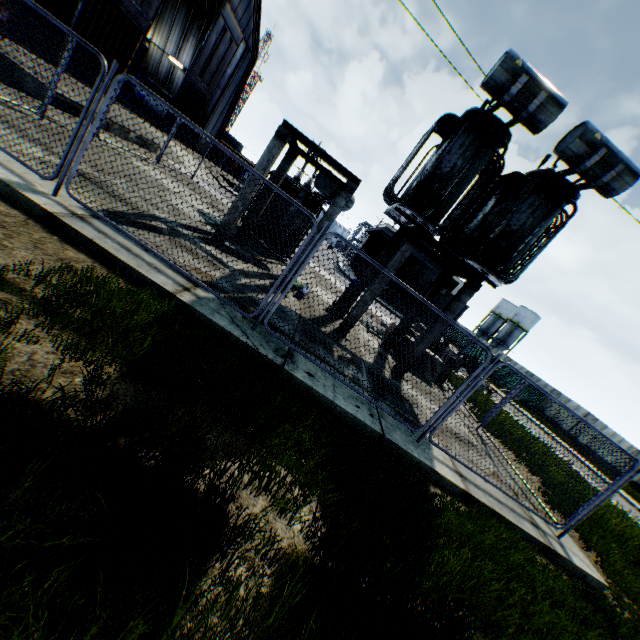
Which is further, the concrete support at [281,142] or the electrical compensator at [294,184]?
the electrical compensator at [294,184]

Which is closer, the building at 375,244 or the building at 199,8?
the building at 199,8

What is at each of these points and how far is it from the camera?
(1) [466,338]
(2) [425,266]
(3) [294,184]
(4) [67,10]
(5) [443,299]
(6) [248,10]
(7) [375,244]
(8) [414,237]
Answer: (1) metal fence, 44.50m
(2) building, 34.75m
(3) electrical compensator, 12.28m
(4) hanging door, 15.53m
(5) building, 35.66m
(6) building, 26.50m
(7) building, 41.88m
(8) concrete support, 8.60m

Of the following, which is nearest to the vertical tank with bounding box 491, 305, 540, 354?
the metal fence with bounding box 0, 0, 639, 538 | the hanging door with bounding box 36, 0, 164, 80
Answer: the metal fence with bounding box 0, 0, 639, 538

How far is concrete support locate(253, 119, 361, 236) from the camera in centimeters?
812cm

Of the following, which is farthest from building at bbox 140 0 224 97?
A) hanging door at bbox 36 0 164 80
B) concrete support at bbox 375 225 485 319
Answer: concrete support at bbox 375 225 485 319

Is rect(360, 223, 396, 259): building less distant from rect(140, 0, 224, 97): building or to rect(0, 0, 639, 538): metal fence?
rect(0, 0, 639, 538): metal fence

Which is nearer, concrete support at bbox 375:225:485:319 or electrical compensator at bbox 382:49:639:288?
electrical compensator at bbox 382:49:639:288
